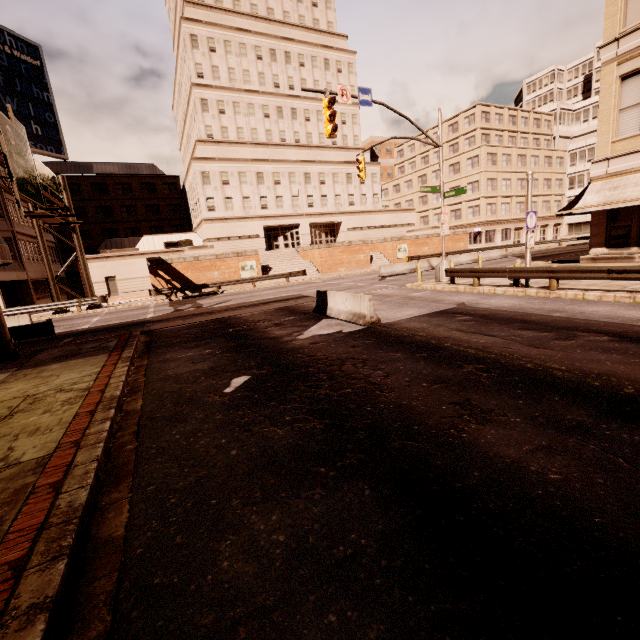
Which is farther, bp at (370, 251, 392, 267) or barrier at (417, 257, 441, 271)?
bp at (370, 251, 392, 267)

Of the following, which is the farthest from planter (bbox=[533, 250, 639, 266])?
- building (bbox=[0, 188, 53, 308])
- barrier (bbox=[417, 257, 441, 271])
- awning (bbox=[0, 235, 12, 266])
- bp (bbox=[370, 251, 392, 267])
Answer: building (bbox=[0, 188, 53, 308])

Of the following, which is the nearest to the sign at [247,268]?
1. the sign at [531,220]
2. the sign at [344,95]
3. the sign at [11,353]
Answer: the sign at [11,353]

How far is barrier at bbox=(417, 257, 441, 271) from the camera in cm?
2914

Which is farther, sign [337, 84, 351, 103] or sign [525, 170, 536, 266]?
sign [337, 84, 351, 103]

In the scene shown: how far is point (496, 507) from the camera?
3.1m

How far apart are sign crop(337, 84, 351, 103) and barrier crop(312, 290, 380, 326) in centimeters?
871cm

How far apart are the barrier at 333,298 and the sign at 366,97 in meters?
9.0 m
